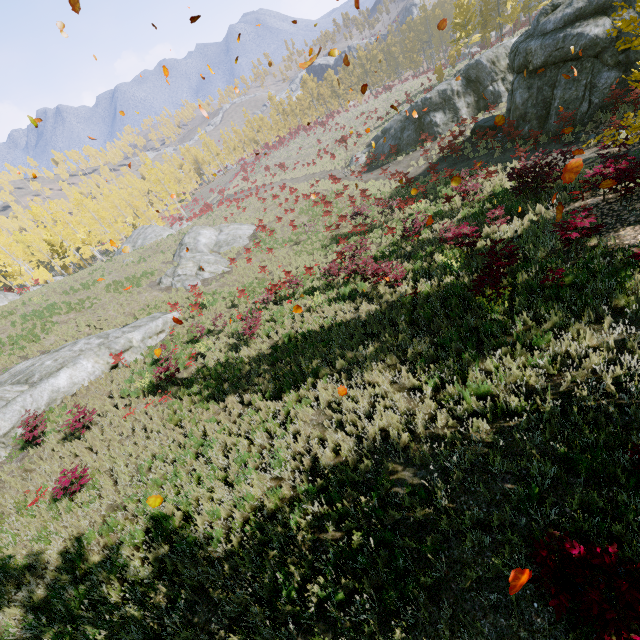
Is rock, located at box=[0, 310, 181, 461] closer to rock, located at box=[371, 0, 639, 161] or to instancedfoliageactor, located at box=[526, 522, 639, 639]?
instancedfoliageactor, located at box=[526, 522, 639, 639]

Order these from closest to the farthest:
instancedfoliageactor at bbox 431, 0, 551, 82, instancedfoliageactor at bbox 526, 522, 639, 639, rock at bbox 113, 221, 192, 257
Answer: instancedfoliageactor at bbox 526, 522, 639, 639 → instancedfoliageactor at bbox 431, 0, 551, 82 → rock at bbox 113, 221, 192, 257

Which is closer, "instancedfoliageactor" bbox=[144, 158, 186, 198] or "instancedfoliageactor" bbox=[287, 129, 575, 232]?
"instancedfoliageactor" bbox=[287, 129, 575, 232]

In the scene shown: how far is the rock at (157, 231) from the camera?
41.0m

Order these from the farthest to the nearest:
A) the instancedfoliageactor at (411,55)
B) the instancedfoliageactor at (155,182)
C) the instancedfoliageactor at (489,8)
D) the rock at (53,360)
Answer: the instancedfoliageactor at (411,55), the instancedfoliageactor at (155,182), the instancedfoliageactor at (489,8), the rock at (53,360)

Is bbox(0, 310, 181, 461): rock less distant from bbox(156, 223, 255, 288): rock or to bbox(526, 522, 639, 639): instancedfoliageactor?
bbox(526, 522, 639, 639): instancedfoliageactor

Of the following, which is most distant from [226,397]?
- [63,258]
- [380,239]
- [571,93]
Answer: [63,258]

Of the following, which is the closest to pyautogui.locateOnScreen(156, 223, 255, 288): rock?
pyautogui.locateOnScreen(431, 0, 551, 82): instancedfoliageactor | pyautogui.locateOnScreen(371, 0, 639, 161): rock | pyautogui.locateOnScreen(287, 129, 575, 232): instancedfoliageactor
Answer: pyautogui.locateOnScreen(287, 129, 575, 232): instancedfoliageactor
